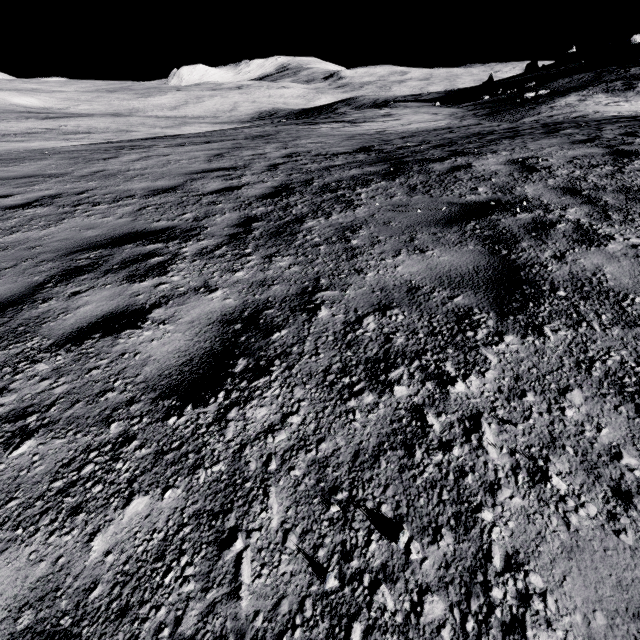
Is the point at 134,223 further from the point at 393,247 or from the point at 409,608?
the point at 409,608
